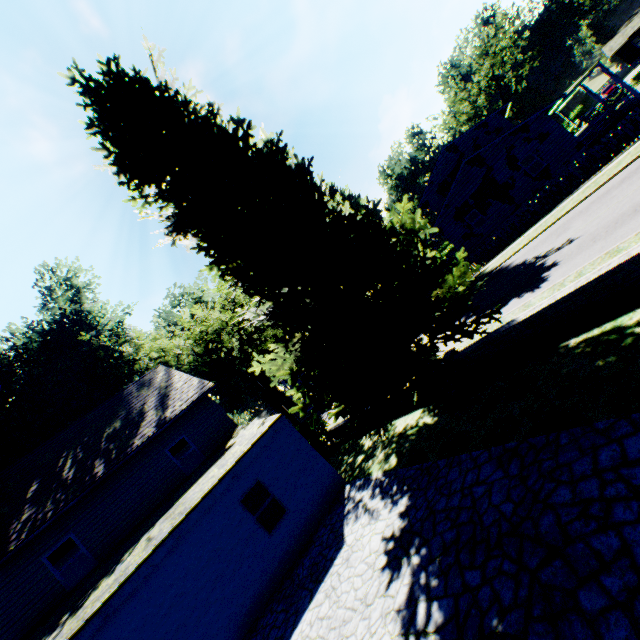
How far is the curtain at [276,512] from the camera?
10.6 meters

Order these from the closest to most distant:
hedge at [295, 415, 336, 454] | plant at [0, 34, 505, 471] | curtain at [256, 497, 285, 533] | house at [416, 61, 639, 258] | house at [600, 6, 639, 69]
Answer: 1. plant at [0, 34, 505, 471]
2. curtain at [256, 497, 285, 533]
3. hedge at [295, 415, 336, 454]
4. house at [416, 61, 639, 258]
5. house at [600, 6, 639, 69]

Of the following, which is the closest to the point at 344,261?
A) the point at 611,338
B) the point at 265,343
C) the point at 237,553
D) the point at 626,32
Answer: the point at 611,338

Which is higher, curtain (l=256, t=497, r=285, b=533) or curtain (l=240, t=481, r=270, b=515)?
curtain (l=240, t=481, r=270, b=515)

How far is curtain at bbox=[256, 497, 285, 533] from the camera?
10.6m

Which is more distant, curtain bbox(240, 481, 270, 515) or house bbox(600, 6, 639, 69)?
house bbox(600, 6, 639, 69)

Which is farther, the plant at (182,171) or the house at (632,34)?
the house at (632,34)

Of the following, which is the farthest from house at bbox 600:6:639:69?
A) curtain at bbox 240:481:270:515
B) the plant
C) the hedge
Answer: curtain at bbox 240:481:270:515
